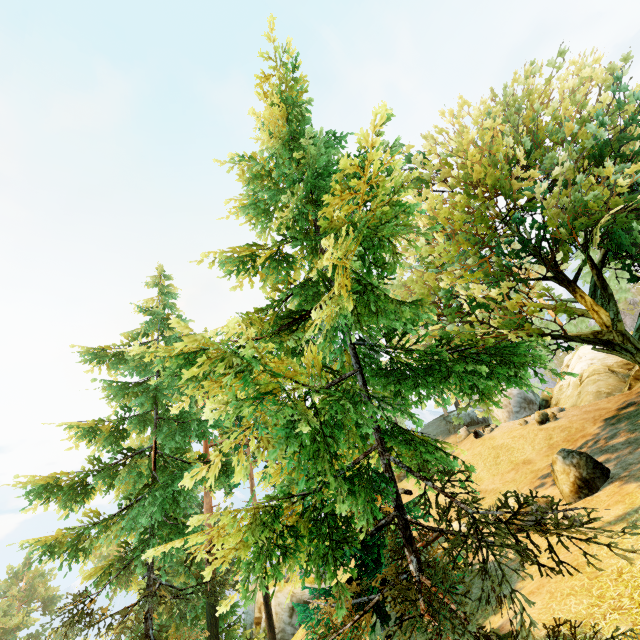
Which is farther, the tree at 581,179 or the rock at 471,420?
the rock at 471,420

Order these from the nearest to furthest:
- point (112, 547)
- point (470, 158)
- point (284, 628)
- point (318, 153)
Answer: point (318, 153) < point (470, 158) < point (284, 628) < point (112, 547)

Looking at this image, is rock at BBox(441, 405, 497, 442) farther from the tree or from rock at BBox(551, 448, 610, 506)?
rock at BBox(551, 448, 610, 506)

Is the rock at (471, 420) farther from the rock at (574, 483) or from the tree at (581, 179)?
the rock at (574, 483)

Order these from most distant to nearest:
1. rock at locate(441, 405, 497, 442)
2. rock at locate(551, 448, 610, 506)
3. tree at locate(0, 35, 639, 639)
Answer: rock at locate(441, 405, 497, 442) → rock at locate(551, 448, 610, 506) → tree at locate(0, 35, 639, 639)

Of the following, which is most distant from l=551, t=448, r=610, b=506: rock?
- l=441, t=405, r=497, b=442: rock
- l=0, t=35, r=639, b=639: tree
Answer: l=441, t=405, r=497, b=442: rock
